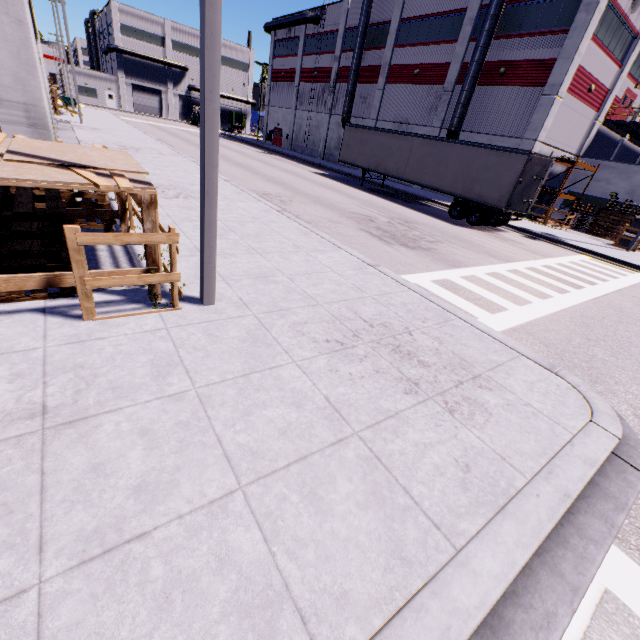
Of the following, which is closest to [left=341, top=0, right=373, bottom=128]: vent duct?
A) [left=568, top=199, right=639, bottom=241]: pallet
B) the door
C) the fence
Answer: [left=568, top=199, right=639, bottom=241]: pallet

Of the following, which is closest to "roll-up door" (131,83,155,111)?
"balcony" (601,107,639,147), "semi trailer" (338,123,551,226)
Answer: "semi trailer" (338,123,551,226)

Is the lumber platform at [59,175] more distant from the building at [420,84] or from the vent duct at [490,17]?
the vent duct at [490,17]

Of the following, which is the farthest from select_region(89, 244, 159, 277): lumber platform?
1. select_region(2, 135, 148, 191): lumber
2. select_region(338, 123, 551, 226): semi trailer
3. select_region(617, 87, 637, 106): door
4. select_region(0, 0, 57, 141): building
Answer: select_region(617, 87, 637, 106): door

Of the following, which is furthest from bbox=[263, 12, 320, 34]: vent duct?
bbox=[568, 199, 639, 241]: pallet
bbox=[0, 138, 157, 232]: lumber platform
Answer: bbox=[0, 138, 157, 232]: lumber platform

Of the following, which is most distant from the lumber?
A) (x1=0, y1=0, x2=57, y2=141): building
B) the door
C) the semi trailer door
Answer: the door

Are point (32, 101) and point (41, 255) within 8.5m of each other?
yes

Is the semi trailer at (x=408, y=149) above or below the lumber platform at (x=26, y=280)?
above
